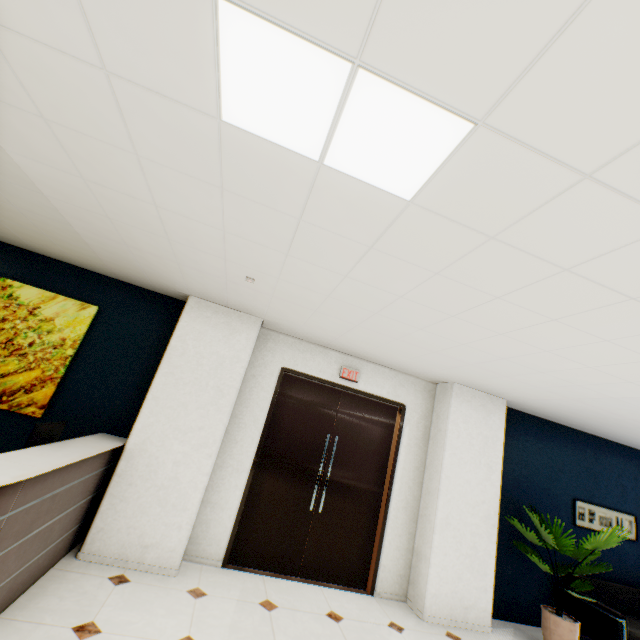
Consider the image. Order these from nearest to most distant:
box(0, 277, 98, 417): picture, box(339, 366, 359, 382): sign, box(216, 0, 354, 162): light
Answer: box(216, 0, 354, 162): light
box(0, 277, 98, 417): picture
box(339, 366, 359, 382): sign

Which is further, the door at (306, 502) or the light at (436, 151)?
the door at (306, 502)

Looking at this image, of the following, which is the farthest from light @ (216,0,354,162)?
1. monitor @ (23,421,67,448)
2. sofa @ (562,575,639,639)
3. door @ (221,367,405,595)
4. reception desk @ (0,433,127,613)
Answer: sofa @ (562,575,639,639)

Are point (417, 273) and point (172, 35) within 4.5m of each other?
yes

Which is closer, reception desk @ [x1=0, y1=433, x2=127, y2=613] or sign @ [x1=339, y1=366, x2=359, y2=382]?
reception desk @ [x1=0, y1=433, x2=127, y2=613]

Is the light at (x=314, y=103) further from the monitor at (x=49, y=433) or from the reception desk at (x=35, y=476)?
the monitor at (x=49, y=433)

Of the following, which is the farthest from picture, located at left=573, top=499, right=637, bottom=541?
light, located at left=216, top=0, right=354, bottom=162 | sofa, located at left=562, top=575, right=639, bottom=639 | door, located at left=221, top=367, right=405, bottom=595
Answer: light, located at left=216, top=0, right=354, bottom=162

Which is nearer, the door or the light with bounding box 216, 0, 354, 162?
the light with bounding box 216, 0, 354, 162
